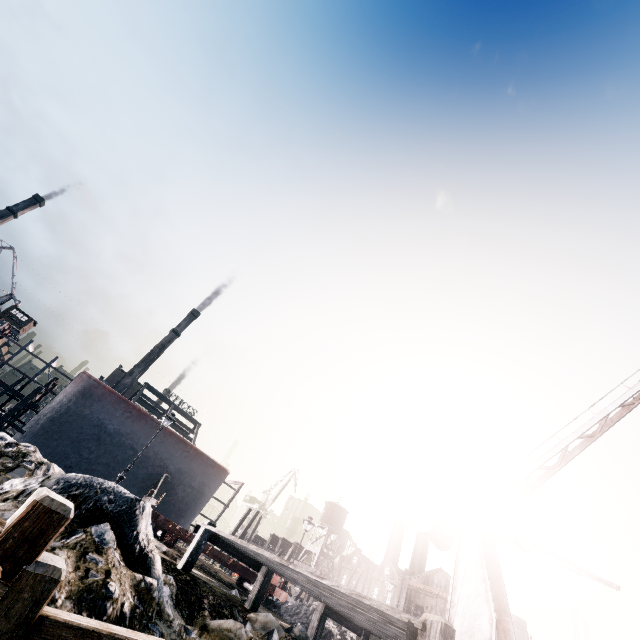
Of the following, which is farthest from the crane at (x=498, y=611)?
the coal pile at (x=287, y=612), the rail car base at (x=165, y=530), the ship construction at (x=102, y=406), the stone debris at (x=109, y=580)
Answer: the ship construction at (x=102, y=406)

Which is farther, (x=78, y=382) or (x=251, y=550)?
(x=78, y=382)

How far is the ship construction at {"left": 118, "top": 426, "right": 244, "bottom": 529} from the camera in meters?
27.0 m

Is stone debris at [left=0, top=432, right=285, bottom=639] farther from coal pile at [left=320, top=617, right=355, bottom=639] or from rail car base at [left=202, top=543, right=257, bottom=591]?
coal pile at [left=320, top=617, right=355, bottom=639]

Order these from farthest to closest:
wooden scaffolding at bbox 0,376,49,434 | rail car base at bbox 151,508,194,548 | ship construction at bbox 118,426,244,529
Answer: ship construction at bbox 118,426,244,529 < wooden scaffolding at bbox 0,376,49,434 < rail car base at bbox 151,508,194,548

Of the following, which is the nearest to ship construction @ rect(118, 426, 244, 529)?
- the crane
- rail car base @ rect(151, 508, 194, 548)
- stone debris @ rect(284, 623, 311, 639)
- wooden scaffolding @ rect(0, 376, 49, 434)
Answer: wooden scaffolding @ rect(0, 376, 49, 434)

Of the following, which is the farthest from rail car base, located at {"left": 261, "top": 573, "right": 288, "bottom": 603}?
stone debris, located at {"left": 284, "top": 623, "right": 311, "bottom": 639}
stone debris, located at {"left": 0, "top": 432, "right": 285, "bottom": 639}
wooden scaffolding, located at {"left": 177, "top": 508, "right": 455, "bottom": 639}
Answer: stone debris, located at {"left": 284, "top": 623, "right": 311, "bottom": 639}

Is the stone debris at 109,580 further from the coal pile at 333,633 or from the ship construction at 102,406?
the ship construction at 102,406
